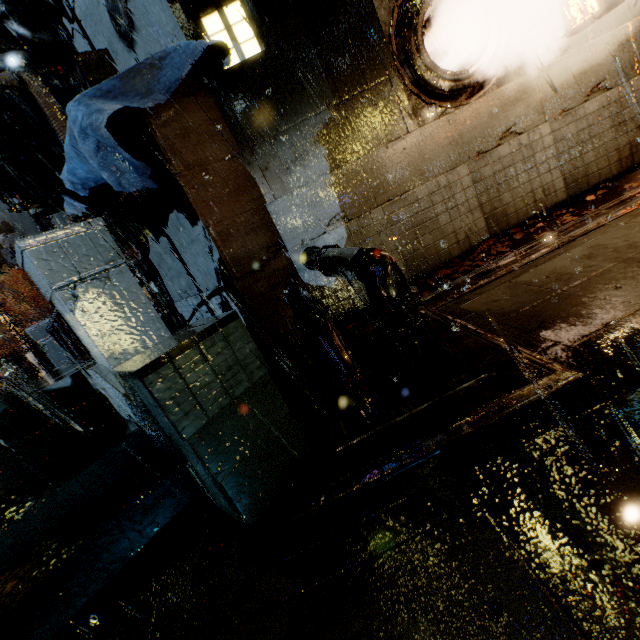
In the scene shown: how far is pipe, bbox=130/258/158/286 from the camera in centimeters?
1411cm

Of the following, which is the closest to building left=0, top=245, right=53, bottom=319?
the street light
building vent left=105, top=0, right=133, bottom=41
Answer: building vent left=105, top=0, right=133, bottom=41

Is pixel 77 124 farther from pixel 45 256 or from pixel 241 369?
pixel 241 369

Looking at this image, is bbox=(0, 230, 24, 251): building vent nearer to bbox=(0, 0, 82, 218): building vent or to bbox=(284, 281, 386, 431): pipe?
bbox=(0, 0, 82, 218): building vent

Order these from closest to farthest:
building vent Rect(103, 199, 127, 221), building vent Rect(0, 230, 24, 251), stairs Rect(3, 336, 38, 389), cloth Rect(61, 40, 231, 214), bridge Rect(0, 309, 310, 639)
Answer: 1. bridge Rect(0, 309, 310, 639)
2. cloth Rect(61, 40, 231, 214)
3. building vent Rect(103, 199, 127, 221)
4. stairs Rect(3, 336, 38, 389)
5. building vent Rect(0, 230, 24, 251)

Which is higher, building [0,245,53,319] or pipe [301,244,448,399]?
building [0,245,53,319]

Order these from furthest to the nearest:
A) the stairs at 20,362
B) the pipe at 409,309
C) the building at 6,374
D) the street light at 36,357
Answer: the stairs at 20,362 → the building at 6,374 → the street light at 36,357 → the pipe at 409,309

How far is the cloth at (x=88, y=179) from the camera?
4.7m
